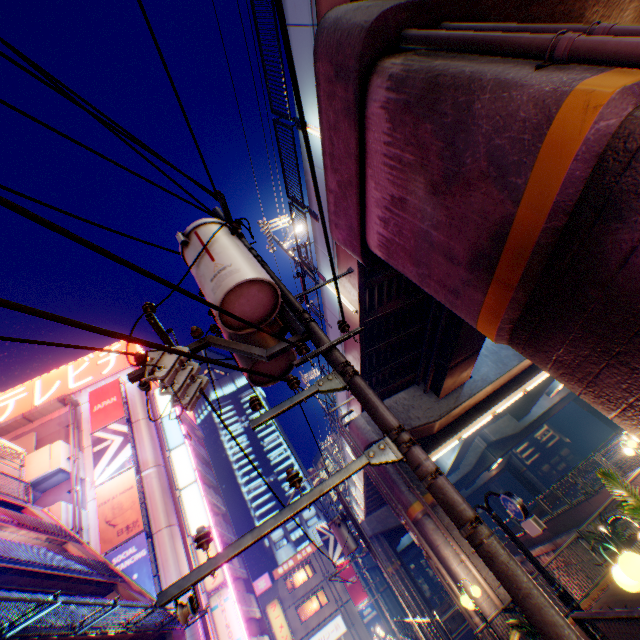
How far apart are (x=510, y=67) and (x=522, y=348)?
3.34m

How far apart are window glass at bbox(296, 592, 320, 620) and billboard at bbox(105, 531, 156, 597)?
26.9 meters

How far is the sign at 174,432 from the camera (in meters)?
21.41

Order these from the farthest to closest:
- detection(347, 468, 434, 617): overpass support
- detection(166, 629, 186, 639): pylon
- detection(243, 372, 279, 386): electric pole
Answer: detection(347, 468, 434, 617): overpass support, detection(166, 629, 186, 639): pylon, detection(243, 372, 279, 386): electric pole

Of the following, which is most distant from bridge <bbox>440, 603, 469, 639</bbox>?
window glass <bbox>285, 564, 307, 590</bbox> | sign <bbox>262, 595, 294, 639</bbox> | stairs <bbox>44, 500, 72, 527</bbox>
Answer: stairs <bbox>44, 500, 72, 527</bbox>

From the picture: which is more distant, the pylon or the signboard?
the signboard

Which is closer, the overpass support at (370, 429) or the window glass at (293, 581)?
the overpass support at (370, 429)

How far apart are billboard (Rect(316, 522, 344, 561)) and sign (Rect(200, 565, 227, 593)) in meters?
24.3 m
